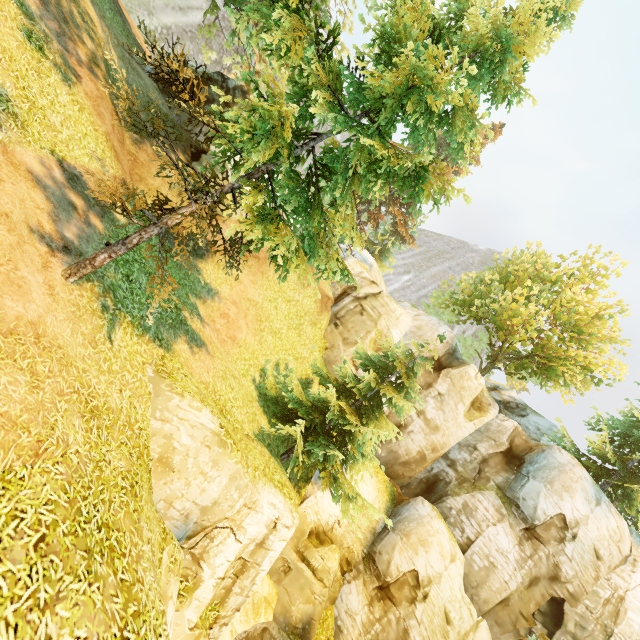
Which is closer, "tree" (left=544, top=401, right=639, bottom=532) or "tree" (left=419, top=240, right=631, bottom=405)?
"tree" (left=544, top=401, right=639, bottom=532)

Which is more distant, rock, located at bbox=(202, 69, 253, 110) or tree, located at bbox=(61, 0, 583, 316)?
rock, located at bbox=(202, 69, 253, 110)

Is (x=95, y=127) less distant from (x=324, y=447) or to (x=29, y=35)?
(x=29, y=35)

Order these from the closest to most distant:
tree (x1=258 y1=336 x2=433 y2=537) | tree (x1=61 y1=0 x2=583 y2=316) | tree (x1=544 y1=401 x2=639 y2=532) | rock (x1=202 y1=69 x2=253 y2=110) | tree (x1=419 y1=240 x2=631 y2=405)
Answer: tree (x1=61 y1=0 x2=583 y2=316), tree (x1=258 y1=336 x2=433 y2=537), rock (x1=202 y1=69 x2=253 y2=110), tree (x1=544 y1=401 x2=639 y2=532), tree (x1=419 y1=240 x2=631 y2=405)

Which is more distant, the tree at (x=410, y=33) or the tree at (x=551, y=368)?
the tree at (x=551, y=368)

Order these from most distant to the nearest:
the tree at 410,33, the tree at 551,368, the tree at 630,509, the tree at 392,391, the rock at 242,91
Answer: the tree at 551,368 → the tree at 630,509 → the rock at 242,91 → the tree at 392,391 → the tree at 410,33
